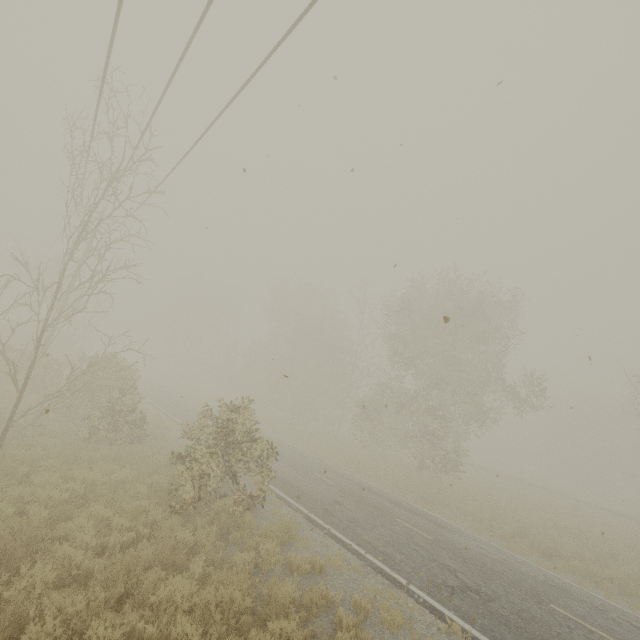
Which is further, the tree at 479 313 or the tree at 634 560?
the tree at 634 560

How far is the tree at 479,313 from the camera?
10.1 meters

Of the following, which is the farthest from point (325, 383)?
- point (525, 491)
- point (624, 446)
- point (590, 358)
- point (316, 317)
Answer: point (624, 446)

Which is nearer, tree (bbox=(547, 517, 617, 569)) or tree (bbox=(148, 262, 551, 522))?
tree (bbox=(148, 262, 551, 522))

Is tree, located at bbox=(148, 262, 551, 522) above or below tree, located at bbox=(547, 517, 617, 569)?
above

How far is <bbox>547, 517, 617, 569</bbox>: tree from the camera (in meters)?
14.40

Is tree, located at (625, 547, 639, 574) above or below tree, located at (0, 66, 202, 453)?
below
